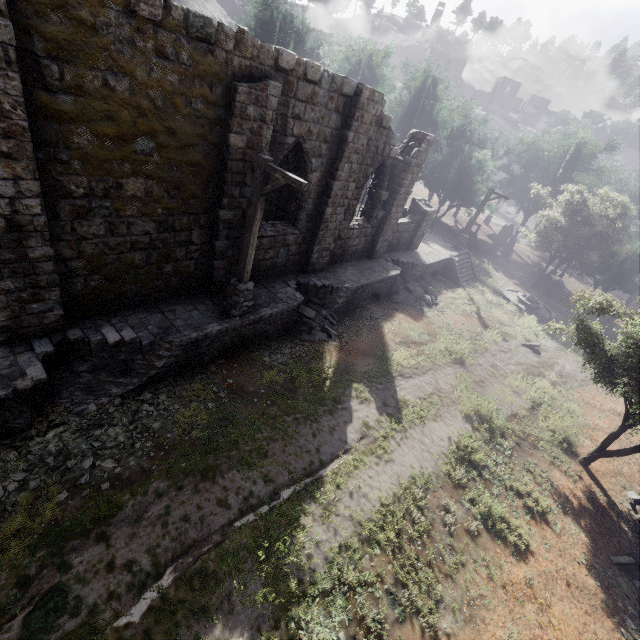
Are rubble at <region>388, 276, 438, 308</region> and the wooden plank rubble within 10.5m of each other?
no

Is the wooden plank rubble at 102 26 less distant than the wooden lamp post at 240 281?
Yes

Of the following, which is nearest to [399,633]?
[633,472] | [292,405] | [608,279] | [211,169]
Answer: [292,405]

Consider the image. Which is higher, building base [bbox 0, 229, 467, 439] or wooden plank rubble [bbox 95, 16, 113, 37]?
wooden plank rubble [bbox 95, 16, 113, 37]

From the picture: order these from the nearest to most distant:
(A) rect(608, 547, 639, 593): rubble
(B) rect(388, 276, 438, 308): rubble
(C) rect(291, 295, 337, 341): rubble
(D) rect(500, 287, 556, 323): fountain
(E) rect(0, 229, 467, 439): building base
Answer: (E) rect(0, 229, 467, 439): building base → (A) rect(608, 547, 639, 593): rubble → (C) rect(291, 295, 337, 341): rubble → (B) rect(388, 276, 438, 308): rubble → (D) rect(500, 287, 556, 323): fountain

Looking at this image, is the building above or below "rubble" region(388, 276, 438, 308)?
above

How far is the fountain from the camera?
23.4m

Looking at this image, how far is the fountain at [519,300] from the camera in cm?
2338
